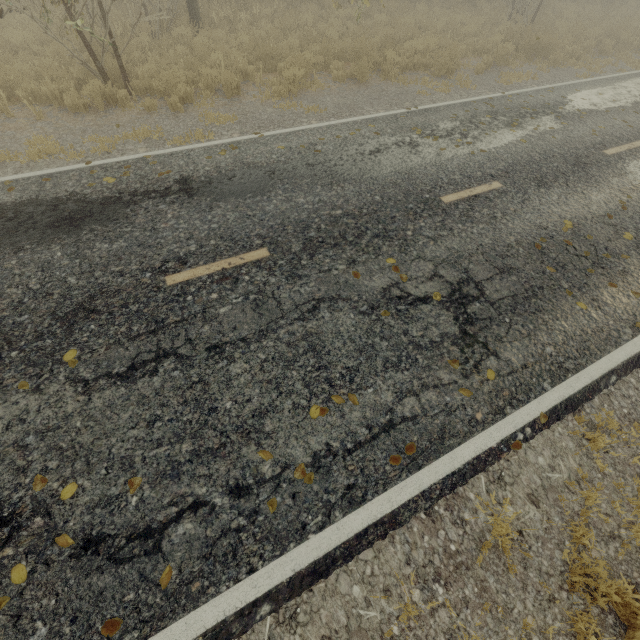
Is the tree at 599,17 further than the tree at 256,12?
Yes

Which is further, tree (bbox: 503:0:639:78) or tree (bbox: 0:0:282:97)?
tree (bbox: 503:0:639:78)

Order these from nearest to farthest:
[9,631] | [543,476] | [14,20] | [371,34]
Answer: [9,631]
[543,476]
[14,20]
[371,34]
